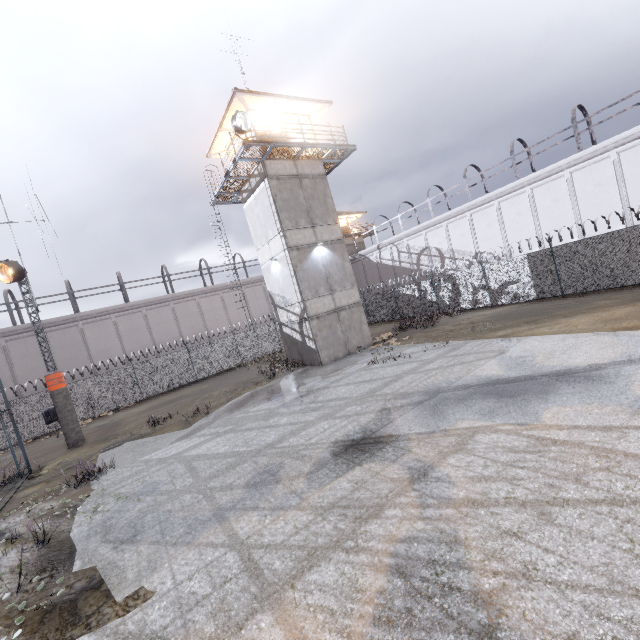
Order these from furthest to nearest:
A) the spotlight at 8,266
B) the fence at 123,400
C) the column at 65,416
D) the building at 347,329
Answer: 1. the fence at 123,400
2. the building at 347,329
3. the column at 65,416
4. the spotlight at 8,266

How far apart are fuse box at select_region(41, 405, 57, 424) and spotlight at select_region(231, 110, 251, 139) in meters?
15.9 m

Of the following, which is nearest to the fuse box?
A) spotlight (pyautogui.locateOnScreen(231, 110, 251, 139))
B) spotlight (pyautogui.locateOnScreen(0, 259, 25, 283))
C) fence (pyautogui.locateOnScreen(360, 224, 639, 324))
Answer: fence (pyautogui.locateOnScreen(360, 224, 639, 324))

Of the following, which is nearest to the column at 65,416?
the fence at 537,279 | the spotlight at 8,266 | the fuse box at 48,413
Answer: the fuse box at 48,413

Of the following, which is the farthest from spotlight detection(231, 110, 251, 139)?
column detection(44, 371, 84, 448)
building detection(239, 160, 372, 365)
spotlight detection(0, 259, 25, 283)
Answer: column detection(44, 371, 84, 448)

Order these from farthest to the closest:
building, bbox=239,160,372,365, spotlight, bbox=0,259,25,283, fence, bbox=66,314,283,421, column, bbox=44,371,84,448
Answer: fence, bbox=66,314,283,421 → building, bbox=239,160,372,365 → column, bbox=44,371,84,448 → spotlight, bbox=0,259,25,283

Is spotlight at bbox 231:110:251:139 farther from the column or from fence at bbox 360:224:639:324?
the column

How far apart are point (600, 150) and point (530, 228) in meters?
6.0 m
